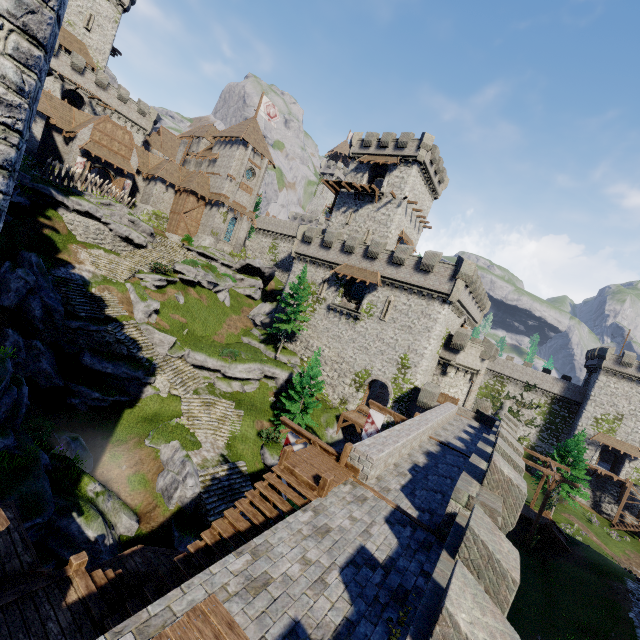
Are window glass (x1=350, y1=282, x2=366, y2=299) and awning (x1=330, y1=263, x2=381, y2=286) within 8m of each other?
yes

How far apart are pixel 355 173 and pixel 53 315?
37.7m

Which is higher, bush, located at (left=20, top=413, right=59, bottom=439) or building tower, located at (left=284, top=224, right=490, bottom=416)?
building tower, located at (left=284, top=224, right=490, bottom=416)

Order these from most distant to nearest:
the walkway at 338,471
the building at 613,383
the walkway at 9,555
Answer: the building at 613,383
the walkway at 338,471
the walkway at 9,555

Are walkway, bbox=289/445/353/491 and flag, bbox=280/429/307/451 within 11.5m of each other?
yes

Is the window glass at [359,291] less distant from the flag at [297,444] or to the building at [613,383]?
the flag at [297,444]

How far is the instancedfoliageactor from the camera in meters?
35.0

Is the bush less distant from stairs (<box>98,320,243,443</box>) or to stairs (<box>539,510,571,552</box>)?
stairs (<box>98,320,243,443</box>)
